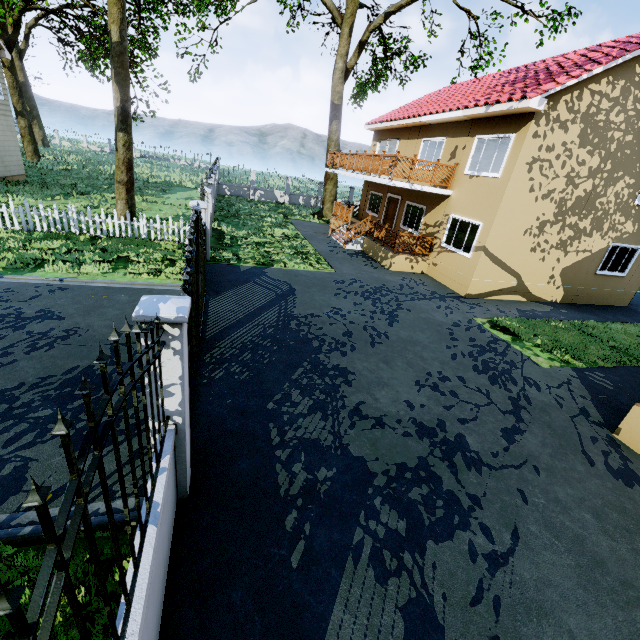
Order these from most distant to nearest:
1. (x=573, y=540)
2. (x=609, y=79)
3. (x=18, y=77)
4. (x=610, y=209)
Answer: (x=18, y=77), (x=610, y=209), (x=609, y=79), (x=573, y=540)

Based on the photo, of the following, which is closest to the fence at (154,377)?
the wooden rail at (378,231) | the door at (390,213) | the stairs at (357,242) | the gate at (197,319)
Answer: the gate at (197,319)

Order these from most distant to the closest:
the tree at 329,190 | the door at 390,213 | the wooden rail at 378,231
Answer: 1. the tree at 329,190
2. the door at 390,213
3. the wooden rail at 378,231

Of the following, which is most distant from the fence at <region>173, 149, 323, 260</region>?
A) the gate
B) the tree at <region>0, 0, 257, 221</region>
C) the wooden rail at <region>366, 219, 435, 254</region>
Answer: the wooden rail at <region>366, 219, 435, 254</region>

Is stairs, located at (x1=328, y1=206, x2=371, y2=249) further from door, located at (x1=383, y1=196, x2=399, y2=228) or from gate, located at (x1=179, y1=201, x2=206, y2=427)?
gate, located at (x1=179, y1=201, x2=206, y2=427)

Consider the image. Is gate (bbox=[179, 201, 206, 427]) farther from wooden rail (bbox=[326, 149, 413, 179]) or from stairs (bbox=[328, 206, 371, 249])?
stairs (bbox=[328, 206, 371, 249])

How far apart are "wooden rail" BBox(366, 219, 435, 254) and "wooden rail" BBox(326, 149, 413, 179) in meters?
2.1

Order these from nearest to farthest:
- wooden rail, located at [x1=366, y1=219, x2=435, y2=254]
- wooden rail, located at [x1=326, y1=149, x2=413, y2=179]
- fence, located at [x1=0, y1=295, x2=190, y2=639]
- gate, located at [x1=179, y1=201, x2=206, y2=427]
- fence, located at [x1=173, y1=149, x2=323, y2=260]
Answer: fence, located at [x1=0, y1=295, x2=190, y2=639]
gate, located at [x1=179, y1=201, x2=206, y2=427]
fence, located at [x1=173, y1=149, x2=323, y2=260]
wooden rail, located at [x1=326, y1=149, x2=413, y2=179]
wooden rail, located at [x1=366, y1=219, x2=435, y2=254]
